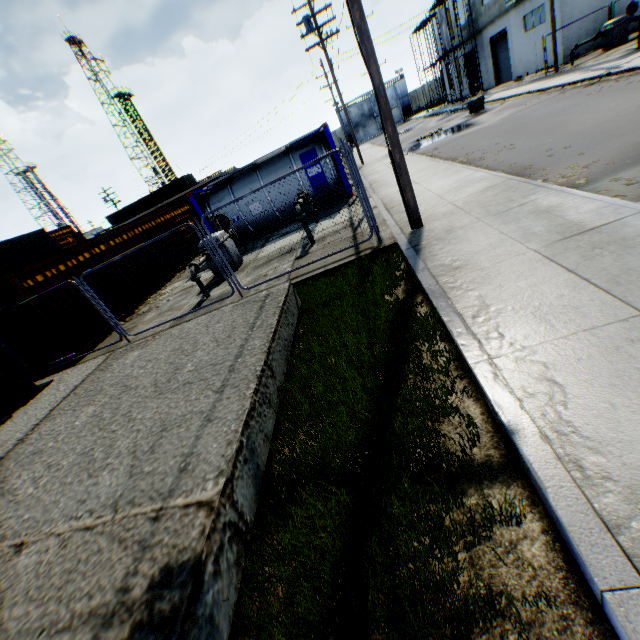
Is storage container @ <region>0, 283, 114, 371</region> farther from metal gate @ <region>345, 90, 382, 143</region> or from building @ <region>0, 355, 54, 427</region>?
metal gate @ <region>345, 90, 382, 143</region>

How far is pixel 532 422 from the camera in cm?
247

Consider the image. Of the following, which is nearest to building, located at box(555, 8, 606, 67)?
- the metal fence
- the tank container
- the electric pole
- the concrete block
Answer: the metal fence

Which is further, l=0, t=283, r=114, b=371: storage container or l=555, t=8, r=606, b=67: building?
l=555, t=8, r=606, b=67: building

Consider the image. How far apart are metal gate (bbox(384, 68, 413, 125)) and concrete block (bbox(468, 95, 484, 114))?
35.4m

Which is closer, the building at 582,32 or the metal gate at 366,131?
the building at 582,32

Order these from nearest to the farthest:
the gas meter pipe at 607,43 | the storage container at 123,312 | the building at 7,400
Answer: the building at 7,400
the storage container at 123,312
the gas meter pipe at 607,43

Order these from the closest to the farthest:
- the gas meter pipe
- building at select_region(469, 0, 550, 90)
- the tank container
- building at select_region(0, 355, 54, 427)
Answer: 1. building at select_region(0, 355, 54, 427)
2. the tank container
3. the gas meter pipe
4. building at select_region(469, 0, 550, 90)
